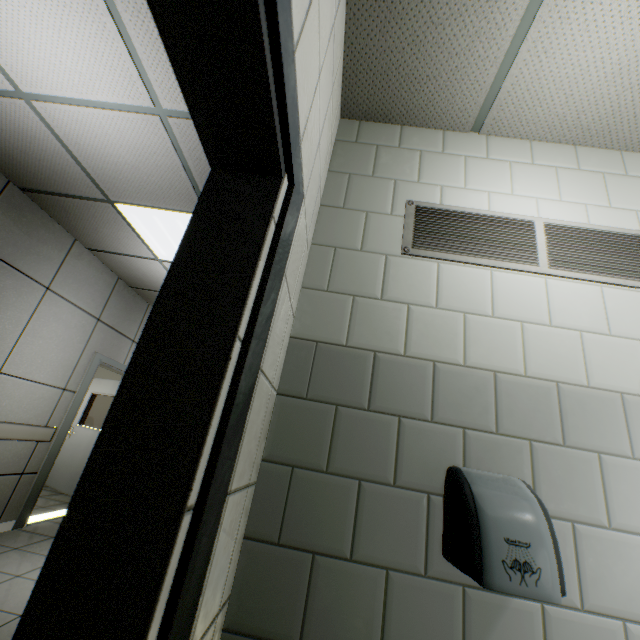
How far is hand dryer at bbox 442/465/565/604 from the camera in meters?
0.9

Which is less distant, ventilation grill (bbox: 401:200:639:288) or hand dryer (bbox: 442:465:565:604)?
hand dryer (bbox: 442:465:565:604)

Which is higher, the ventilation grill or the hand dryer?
the ventilation grill

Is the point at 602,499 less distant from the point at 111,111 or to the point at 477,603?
the point at 477,603

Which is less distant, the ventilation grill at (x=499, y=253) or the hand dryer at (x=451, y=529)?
the hand dryer at (x=451, y=529)

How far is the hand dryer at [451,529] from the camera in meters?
0.9
